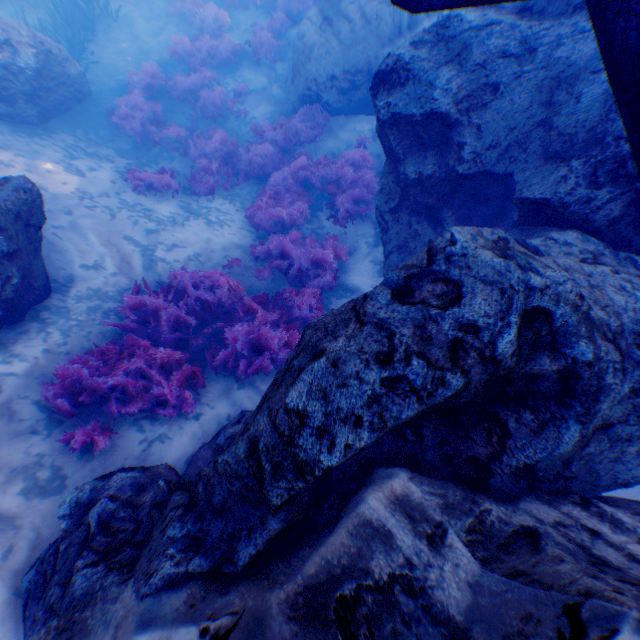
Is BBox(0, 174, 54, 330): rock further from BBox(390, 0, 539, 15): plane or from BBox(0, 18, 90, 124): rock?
BBox(390, 0, 539, 15): plane

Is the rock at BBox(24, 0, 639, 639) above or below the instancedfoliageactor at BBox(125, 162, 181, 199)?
above

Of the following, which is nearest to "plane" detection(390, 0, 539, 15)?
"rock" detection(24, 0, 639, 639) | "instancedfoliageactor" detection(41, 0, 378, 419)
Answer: "rock" detection(24, 0, 639, 639)

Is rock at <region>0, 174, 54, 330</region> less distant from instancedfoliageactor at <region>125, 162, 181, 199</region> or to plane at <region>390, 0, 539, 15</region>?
instancedfoliageactor at <region>125, 162, 181, 199</region>

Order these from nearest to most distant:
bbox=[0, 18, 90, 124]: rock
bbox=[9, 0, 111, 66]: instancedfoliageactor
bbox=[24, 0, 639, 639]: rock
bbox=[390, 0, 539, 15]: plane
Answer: bbox=[24, 0, 639, 639]: rock, bbox=[390, 0, 539, 15]: plane, bbox=[0, 18, 90, 124]: rock, bbox=[9, 0, 111, 66]: instancedfoliageactor

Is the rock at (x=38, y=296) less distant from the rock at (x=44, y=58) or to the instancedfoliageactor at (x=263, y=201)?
the instancedfoliageactor at (x=263, y=201)

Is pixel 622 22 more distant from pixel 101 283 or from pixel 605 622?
pixel 101 283

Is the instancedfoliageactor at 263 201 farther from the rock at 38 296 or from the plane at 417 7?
the plane at 417 7
